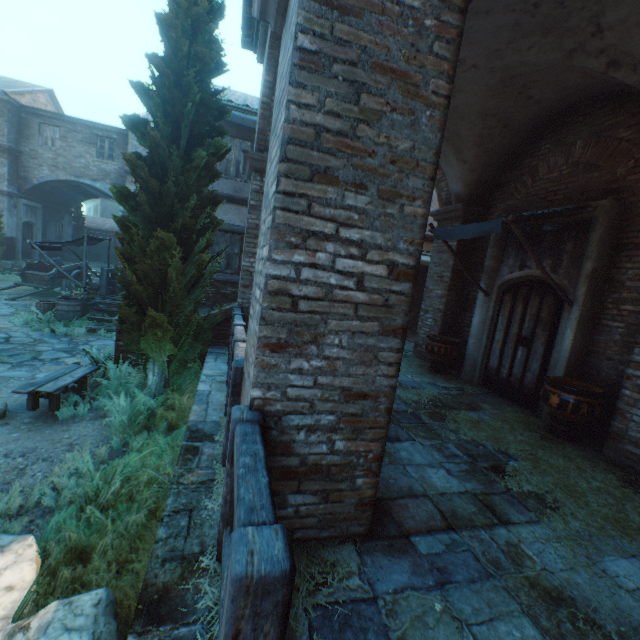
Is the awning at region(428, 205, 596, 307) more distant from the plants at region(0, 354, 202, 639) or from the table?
the table

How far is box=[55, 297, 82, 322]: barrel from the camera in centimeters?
991cm

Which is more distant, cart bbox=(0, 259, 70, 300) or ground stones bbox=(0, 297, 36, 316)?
cart bbox=(0, 259, 70, 300)

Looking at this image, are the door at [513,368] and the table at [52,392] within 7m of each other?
no

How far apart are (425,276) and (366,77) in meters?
11.7 m

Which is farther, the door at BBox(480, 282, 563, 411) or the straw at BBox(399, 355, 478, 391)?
the straw at BBox(399, 355, 478, 391)

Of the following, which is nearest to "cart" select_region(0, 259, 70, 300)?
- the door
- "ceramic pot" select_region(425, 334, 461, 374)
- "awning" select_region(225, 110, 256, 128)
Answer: "awning" select_region(225, 110, 256, 128)

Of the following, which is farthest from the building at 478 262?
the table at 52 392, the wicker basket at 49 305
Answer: the table at 52 392
